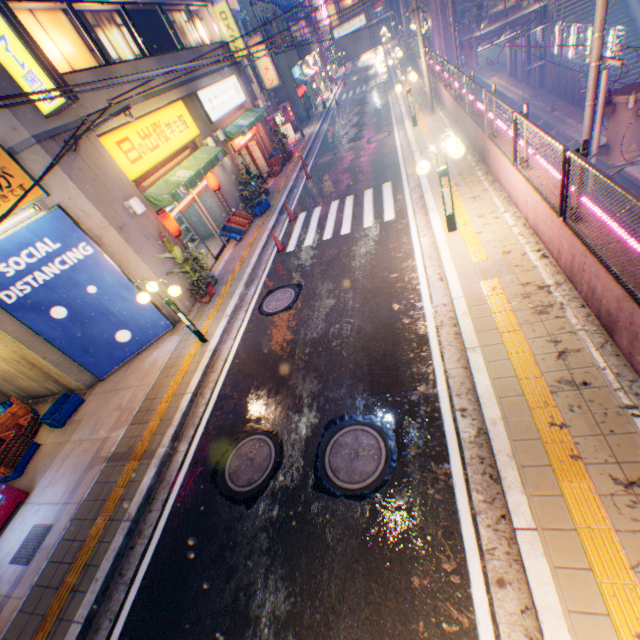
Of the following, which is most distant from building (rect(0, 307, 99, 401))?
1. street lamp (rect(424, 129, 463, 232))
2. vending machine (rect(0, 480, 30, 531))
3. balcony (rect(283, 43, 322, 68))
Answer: balcony (rect(283, 43, 322, 68))

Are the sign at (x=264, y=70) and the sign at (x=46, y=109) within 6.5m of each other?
no

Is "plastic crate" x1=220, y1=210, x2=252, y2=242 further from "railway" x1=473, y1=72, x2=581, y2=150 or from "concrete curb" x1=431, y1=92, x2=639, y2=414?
"railway" x1=473, y1=72, x2=581, y2=150

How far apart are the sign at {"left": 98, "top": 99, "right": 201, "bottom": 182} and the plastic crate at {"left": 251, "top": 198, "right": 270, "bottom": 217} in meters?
3.1

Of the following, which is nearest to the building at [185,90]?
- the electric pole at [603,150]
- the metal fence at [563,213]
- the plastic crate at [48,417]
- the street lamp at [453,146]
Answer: the metal fence at [563,213]

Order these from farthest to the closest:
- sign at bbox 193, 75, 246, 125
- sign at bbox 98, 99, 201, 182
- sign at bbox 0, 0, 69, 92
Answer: sign at bbox 193, 75, 246, 125
sign at bbox 98, 99, 201, 182
sign at bbox 0, 0, 69, 92

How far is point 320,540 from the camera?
4.60m

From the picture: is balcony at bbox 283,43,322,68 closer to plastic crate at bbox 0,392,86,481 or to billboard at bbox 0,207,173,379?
billboard at bbox 0,207,173,379
